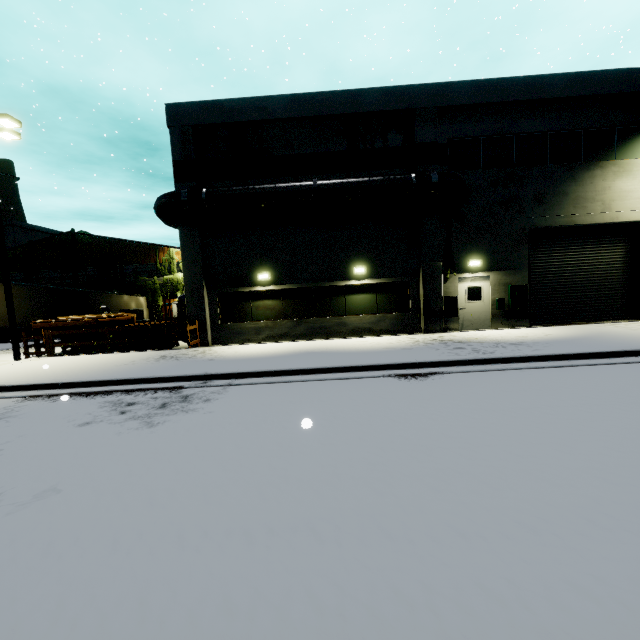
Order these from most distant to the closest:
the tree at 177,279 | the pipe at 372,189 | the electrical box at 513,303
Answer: the tree at 177,279, the electrical box at 513,303, the pipe at 372,189

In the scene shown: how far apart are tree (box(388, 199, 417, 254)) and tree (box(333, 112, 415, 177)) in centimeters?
65cm

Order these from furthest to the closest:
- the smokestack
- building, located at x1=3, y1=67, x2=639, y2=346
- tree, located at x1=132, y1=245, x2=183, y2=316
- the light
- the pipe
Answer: the smokestack → tree, located at x1=132, y1=245, x2=183, y2=316 → building, located at x1=3, y1=67, x2=639, y2=346 → the pipe → the light

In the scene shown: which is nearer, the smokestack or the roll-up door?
the roll-up door

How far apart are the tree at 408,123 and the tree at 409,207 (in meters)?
0.65

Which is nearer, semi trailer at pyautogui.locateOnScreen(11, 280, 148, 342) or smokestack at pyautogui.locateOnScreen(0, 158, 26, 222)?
semi trailer at pyautogui.locateOnScreen(11, 280, 148, 342)

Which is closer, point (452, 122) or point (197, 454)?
point (197, 454)

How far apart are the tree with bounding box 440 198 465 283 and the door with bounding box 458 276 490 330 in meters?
0.2
